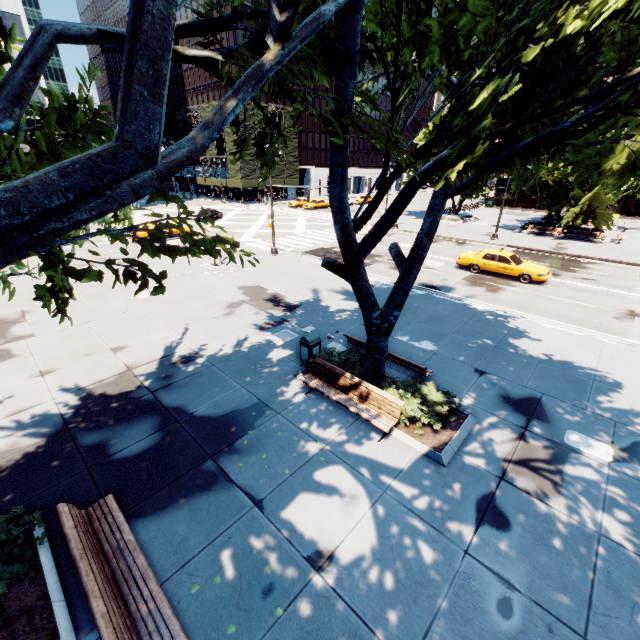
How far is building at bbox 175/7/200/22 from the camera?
55.13m

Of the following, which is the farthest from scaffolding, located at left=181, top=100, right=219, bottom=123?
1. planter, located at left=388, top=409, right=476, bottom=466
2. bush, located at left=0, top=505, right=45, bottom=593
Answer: bush, located at left=0, top=505, right=45, bottom=593

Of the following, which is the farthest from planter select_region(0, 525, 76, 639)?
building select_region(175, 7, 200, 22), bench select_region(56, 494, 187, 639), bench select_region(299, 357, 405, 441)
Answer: building select_region(175, 7, 200, 22)

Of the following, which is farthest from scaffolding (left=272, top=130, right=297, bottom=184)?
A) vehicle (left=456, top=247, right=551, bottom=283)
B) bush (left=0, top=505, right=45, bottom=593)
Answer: bush (left=0, top=505, right=45, bottom=593)

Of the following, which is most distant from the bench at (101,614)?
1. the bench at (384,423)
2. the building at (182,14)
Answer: the building at (182,14)

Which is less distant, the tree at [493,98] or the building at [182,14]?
the tree at [493,98]

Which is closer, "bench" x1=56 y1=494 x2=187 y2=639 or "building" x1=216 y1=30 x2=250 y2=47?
"bench" x1=56 y1=494 x2=187 y2=639

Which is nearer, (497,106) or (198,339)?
(497,106)
